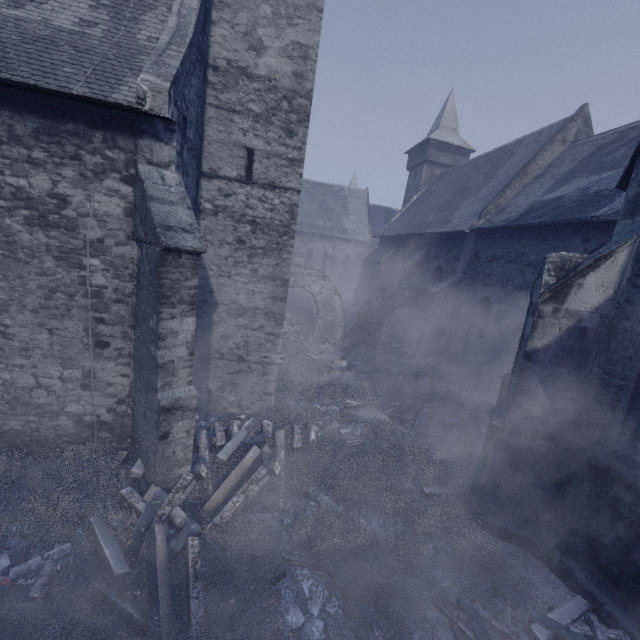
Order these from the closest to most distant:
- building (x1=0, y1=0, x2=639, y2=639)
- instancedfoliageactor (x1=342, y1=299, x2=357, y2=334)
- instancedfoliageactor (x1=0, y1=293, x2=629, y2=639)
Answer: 1. instancedfoliageactor (x1=0, y1=293, x2=629, y2=639)
2. building (x1=0, y1=0, x2=639, y2=639)
3. instancedfoliageactor (x1=342, y1=299, x2=357, y2=334)

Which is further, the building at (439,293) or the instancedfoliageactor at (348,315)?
the instancedfoliageactor at (348,315)

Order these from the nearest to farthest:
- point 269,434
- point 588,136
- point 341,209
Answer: point 269,434
point 588,136
point 341,209

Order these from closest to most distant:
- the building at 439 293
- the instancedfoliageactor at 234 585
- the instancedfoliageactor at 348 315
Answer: A: the instancedfoliageactor at 234 585 < the building at 439 293 < the instancedfoliageactor at 348 315

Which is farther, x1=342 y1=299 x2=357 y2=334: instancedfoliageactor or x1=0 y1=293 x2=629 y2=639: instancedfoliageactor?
x1=342 y1=299 x2=357 y2=334: instancedfoliageactor

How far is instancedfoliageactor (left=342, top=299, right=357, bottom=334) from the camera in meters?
22.6 m

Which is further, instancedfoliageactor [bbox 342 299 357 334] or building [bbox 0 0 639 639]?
instancedfoliageactor [bbox 342 299 357 334]

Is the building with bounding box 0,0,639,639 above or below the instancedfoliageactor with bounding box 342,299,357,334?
above
